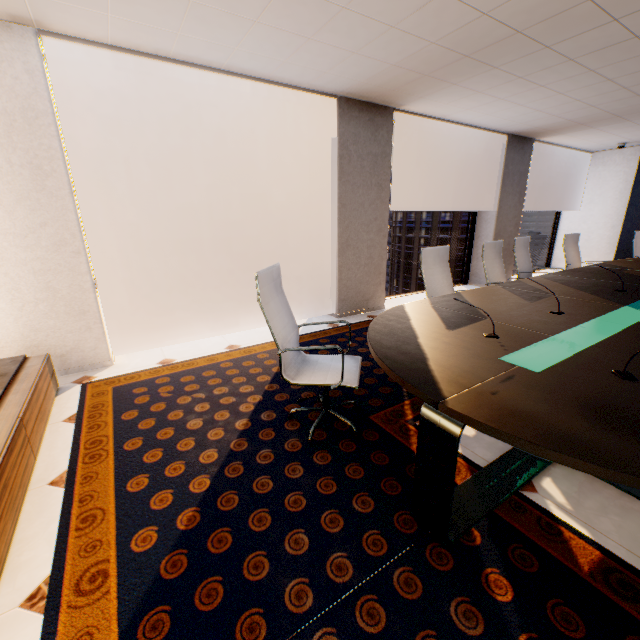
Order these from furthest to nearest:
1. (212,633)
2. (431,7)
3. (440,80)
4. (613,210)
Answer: (613,210)
(440,80)
(431,7)
(212,633)

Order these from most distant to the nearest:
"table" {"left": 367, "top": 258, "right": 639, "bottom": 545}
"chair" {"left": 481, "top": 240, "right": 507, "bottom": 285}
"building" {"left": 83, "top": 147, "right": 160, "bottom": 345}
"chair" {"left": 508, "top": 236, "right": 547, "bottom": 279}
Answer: "building" {"left": 83, "top": 147, "right": 160, "bottom": 345}, "chair" {"left": 508, "top": 236, "right": 547, "bottom": 279}, "chair" {"left": 481, "top": 240, "right": 507, "bottom": 285}, "table" {"left": 367, "top": 258, "right": 639, "bottom": 545}

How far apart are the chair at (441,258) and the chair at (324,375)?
1.2 meters

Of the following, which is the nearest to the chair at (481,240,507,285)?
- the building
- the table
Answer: the table

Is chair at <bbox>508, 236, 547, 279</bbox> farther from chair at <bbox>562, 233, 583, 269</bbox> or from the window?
the window

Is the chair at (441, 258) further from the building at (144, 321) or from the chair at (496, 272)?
the building at (144, 321)

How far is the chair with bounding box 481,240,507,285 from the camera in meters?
4.1

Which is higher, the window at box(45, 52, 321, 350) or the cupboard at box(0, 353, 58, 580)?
the window at box(45, 52, 321, 350)
